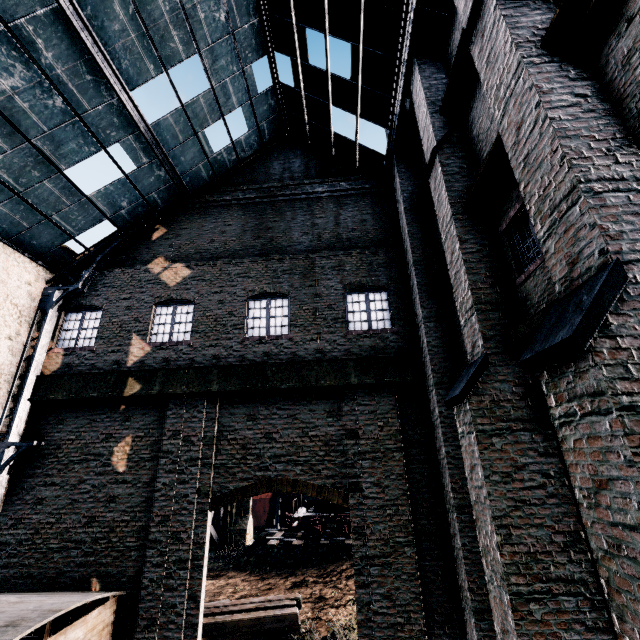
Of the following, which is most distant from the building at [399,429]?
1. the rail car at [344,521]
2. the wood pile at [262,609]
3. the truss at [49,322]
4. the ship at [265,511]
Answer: the ship at [265,511]

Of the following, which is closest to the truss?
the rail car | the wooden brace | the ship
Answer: the rail car

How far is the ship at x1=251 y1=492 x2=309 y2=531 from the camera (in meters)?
43.44

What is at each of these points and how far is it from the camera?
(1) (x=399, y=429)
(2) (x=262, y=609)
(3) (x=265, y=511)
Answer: (1) building, 10.3m
(2) wood pile, 12.7m
(3) ship, 43.6m

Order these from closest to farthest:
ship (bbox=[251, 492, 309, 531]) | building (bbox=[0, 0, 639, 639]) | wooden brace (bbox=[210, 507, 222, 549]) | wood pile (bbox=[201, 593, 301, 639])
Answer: building (bbox=[0, 0, 639, 639]) → wood pile (bbox=[201, 593, 301, 639]) → wooden brace (bbox=[210, 507, 222, 549]) → ship (bbox=[251, 492, 309, 531])

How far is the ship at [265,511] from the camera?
43.4 meters

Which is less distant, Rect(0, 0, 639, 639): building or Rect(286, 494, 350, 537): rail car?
Rect(0, 0, 639, 639): building

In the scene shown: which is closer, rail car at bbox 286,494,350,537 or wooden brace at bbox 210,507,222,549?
rail car at bbox 286,494,350,537
